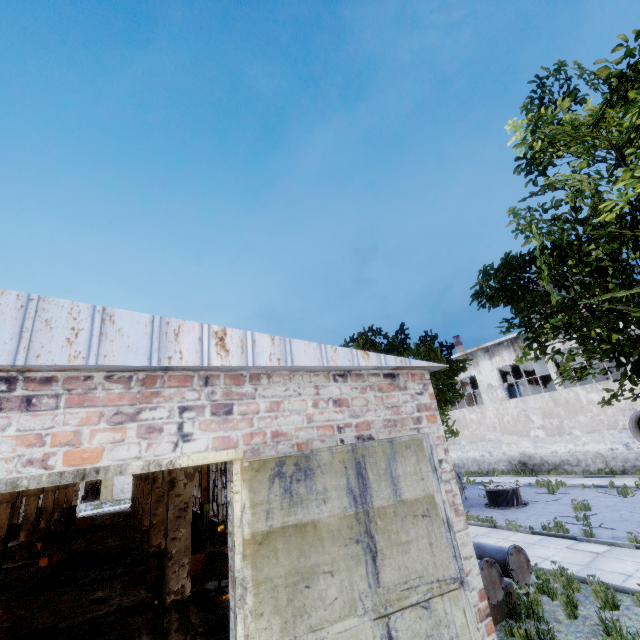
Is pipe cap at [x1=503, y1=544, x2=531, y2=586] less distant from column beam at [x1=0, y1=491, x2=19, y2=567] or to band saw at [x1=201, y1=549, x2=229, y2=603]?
band saw at [x1=201, y1=549, x2=229, y2=603]

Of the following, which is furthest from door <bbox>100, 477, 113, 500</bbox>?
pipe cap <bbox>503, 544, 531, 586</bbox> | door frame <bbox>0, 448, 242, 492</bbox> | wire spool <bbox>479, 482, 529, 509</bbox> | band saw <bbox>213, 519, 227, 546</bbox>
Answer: door frame <bbox>0, 448, 242, 492</bbox>

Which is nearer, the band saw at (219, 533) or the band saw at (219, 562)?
the band saw at (219, 562)

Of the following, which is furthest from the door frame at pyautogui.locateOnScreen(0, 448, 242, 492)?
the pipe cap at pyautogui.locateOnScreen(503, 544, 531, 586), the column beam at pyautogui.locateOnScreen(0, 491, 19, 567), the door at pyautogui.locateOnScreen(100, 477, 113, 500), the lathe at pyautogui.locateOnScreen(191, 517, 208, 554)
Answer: the door at pyautogui.locateOnScreen(100, 477, 113, 500)

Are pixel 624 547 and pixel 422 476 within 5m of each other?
no

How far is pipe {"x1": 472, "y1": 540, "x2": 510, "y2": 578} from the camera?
7.10m

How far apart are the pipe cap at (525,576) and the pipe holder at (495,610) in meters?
0.5 m

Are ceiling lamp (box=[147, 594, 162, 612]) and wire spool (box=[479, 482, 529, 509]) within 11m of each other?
no
